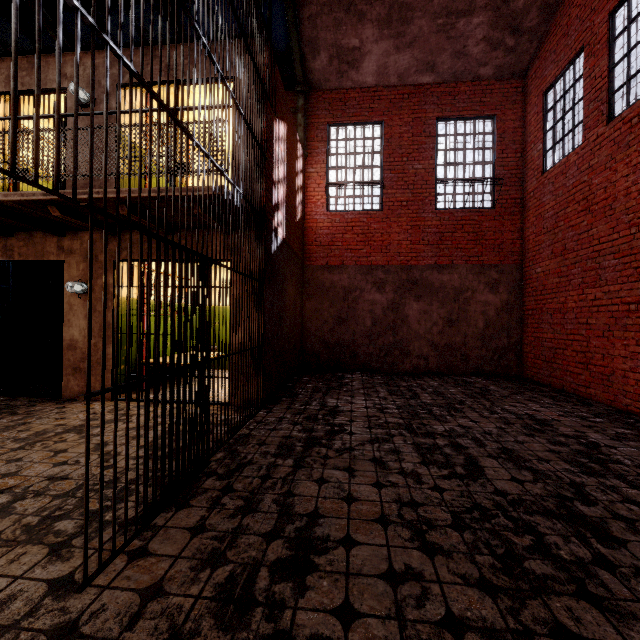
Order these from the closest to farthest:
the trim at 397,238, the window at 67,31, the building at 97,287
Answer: the building at 97,287 → the window at 67,31 → the trim at 397,238

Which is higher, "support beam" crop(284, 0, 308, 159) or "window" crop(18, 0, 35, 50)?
"window" crop(18, 0, 35, 50)

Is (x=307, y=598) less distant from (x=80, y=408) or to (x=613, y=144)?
(x=80, y=408)

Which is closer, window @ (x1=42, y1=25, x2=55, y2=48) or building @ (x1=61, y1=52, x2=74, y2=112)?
building @ (x1=61, y1=52, x2=74, y2=112)

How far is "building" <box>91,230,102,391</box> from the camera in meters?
5.5

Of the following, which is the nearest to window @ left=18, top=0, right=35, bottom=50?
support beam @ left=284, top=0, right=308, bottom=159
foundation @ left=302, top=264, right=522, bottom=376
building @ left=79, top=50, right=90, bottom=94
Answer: support beam @ left=284, top=0, right=308, bottom=159

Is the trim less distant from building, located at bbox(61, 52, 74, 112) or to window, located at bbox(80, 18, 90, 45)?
window, located at bbox(80, 18, 90, 45)

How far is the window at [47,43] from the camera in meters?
8.3 m
